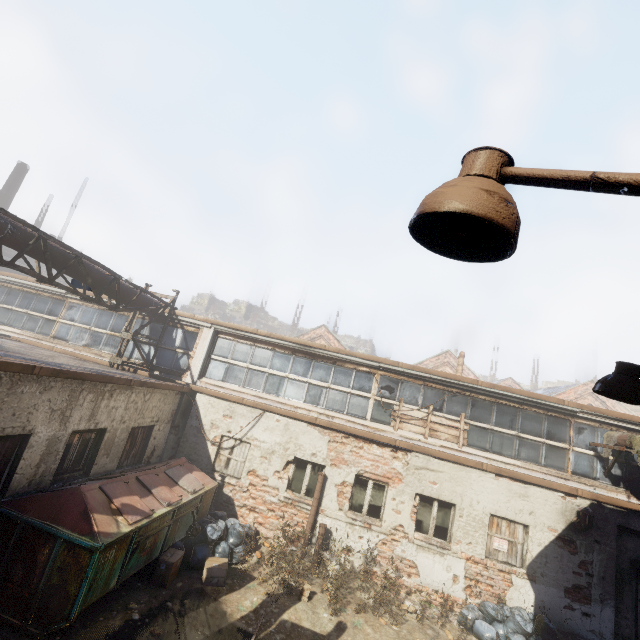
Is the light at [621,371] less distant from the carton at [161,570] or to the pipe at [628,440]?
the pipe at [628,440]

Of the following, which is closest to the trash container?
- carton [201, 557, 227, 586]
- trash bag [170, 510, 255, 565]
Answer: trash bag [170, 510, 255, 565]

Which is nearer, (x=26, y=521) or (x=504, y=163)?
(x=504, y=163)

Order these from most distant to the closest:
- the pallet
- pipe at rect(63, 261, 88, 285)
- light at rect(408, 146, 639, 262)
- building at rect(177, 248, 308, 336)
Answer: building at rect(177, 248, 308, 336), the pallet, pipe at rect(63, 261, 88, 285), light at rect(408, 146, 639, 262)

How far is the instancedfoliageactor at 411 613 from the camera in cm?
779

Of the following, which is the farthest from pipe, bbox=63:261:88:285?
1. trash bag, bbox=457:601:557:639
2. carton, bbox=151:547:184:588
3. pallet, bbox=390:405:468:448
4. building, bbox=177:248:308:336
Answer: building, bbox=177:248:308:336

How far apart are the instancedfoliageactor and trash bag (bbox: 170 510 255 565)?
3.92m

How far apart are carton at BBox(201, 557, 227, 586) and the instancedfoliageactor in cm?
416
